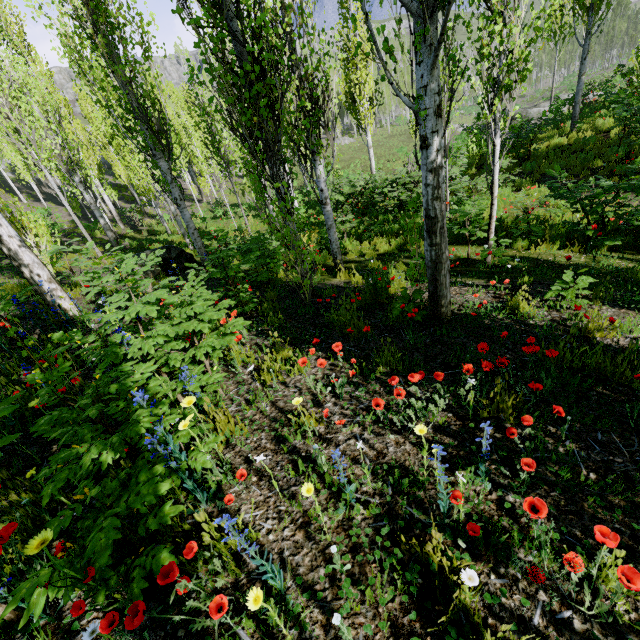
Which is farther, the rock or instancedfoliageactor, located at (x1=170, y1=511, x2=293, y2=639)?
the rock

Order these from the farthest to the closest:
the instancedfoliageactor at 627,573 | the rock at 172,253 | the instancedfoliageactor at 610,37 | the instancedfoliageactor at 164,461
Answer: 1. the instancedfoliageactor at 610,37
2. the rock at 172,253
3. the instancedfoliageactor at 164,461
4. the instancedfoliageactor at 627,573

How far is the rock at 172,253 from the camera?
9.1 meters

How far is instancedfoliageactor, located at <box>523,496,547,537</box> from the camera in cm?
143

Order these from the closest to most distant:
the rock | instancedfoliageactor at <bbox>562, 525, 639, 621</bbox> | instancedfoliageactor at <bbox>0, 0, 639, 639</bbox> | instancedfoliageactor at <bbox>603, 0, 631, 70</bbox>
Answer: instancedfoliageactor at <bbox>562, 525, 639, 621</bbox> < instancedfoliageactor at <bbox>0, 0, 639, 639</bbox> < the rock < instancedfoliageactor at <bbox>603, 0, 631, 70</bbox>

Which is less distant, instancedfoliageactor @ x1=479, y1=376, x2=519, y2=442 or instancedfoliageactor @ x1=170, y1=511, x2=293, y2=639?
instancedfoliageactor @ x1=170, y1=511, x2=293, y2=639

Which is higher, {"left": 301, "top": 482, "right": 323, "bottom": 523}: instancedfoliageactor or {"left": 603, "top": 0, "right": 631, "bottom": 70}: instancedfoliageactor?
{"left": 301, "top": 482, "right": 323, "bottom": 523}: instancedfoliageactor

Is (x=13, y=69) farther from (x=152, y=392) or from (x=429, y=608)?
(x=429, y=608)
